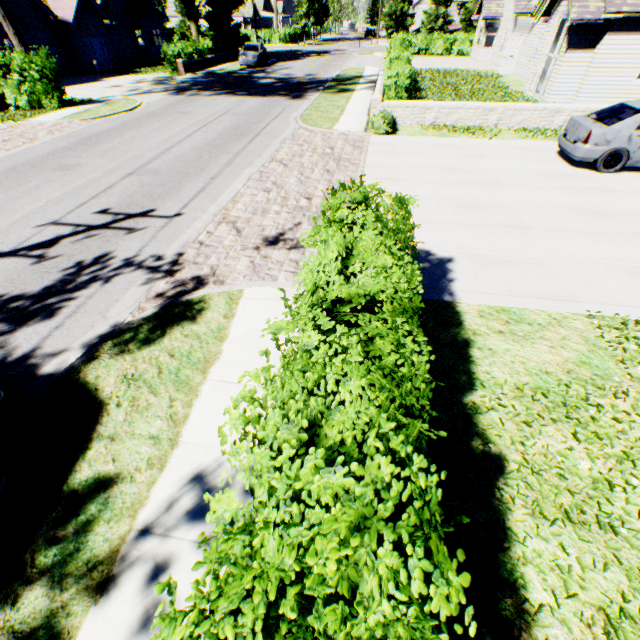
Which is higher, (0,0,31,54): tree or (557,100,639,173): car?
(0,0,31,54): tree

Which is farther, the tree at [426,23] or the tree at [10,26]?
the tree at [426,23]

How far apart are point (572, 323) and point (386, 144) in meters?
9.5 m

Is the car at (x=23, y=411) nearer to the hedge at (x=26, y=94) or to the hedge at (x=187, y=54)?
the hedge at (x=26, y=94)

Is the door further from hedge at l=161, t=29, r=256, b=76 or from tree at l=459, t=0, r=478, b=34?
hedge at l=161, t=29, r=256, b=76

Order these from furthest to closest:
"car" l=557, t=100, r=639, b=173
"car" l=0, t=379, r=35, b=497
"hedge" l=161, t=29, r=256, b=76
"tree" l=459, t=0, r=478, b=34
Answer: "tree" l=459, t=0, r=478, b=34, "hedge" l=161, t=29, r=256, b=76, "car" l=557, t=100, r=639, b=173, "car" l=0, t=379, r=35, b=497

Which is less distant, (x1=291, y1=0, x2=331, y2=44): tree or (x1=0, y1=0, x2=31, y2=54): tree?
(x1=0, y1=0, x2=31, y2=54): tree

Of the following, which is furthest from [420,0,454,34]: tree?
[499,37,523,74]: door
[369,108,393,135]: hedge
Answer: [499,37,523,74]: door
